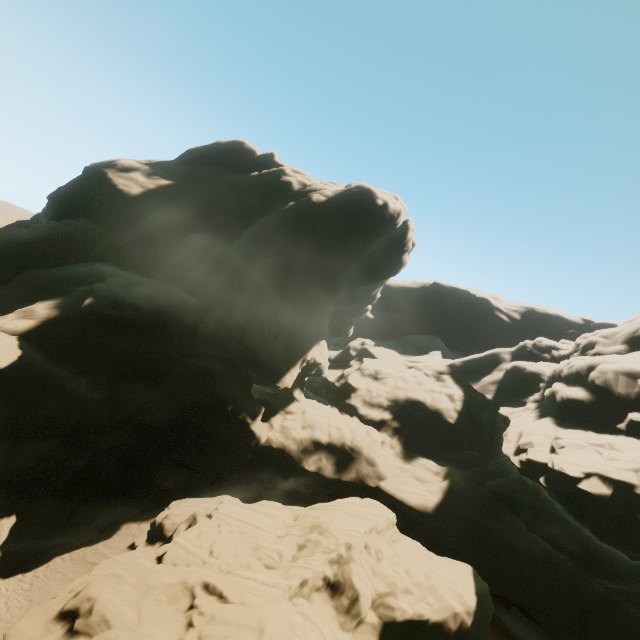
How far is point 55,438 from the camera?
19.39m
